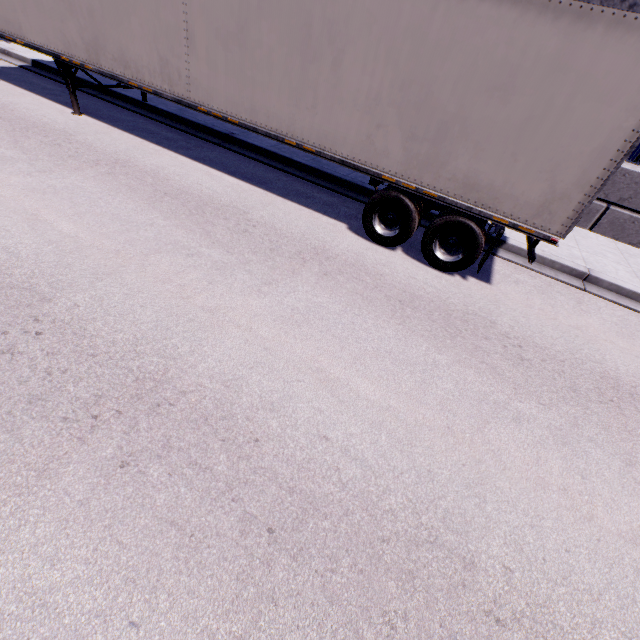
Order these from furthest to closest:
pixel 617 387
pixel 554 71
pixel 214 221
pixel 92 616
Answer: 1. pixel 214 221
2. pixel 617 387
3. pixel 554 71
4. pixel 92 616

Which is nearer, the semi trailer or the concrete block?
the semi trailer

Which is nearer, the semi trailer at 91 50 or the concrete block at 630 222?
the semi trailer at 91 50
